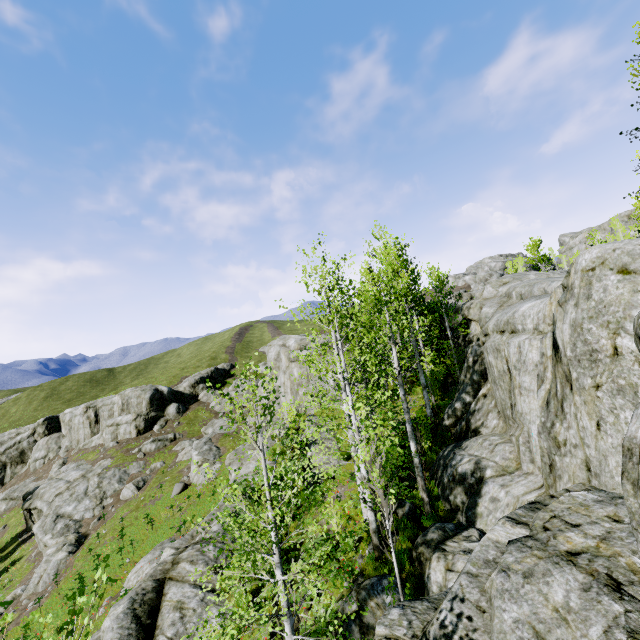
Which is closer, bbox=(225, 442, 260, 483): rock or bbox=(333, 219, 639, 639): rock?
bbox=(333, 219, 639, 639): rock

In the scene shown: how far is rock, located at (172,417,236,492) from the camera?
27.3m

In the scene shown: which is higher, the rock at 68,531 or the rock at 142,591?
the rock at 142,591

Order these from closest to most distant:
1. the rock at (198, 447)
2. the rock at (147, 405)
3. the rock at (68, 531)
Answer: the rock at (68, 531) < the rock at (198, 447) < the rock at (147, 405)

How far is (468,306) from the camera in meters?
16.9 m

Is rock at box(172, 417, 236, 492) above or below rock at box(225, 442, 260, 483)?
below
